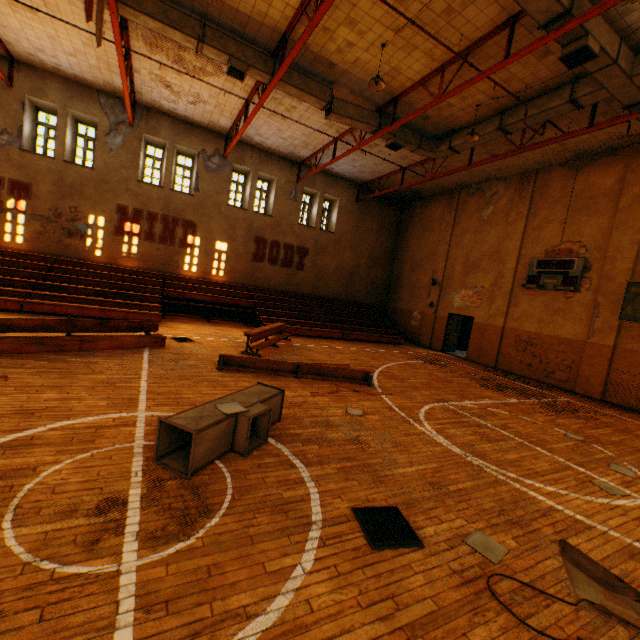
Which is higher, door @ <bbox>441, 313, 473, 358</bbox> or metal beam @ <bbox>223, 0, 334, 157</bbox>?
metal beam @ <bbox>223, 0, 334, 157</bbox>

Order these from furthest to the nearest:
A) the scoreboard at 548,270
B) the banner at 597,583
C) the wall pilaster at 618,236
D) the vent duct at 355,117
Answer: the scoreboard at 548,270 < the wall pilaster at 618,236 < the vent duct at 355,117 < the banner at 597,583

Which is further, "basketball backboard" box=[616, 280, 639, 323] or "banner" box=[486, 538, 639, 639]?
"basketball backboard" box=[616, 280, 639, 323]

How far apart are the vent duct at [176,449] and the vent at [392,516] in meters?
1.5

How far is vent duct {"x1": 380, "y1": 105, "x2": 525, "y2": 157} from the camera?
10.05m

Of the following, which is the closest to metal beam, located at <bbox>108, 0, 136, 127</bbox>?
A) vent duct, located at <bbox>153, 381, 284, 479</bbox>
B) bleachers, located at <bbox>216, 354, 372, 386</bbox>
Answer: vent duct, located at <bbox>153, 381, 284, 479</bbox>

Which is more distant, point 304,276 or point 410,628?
point 304,276

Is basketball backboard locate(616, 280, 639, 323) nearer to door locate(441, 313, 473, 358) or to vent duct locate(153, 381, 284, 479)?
door locate(441, 313, 473, 358)
